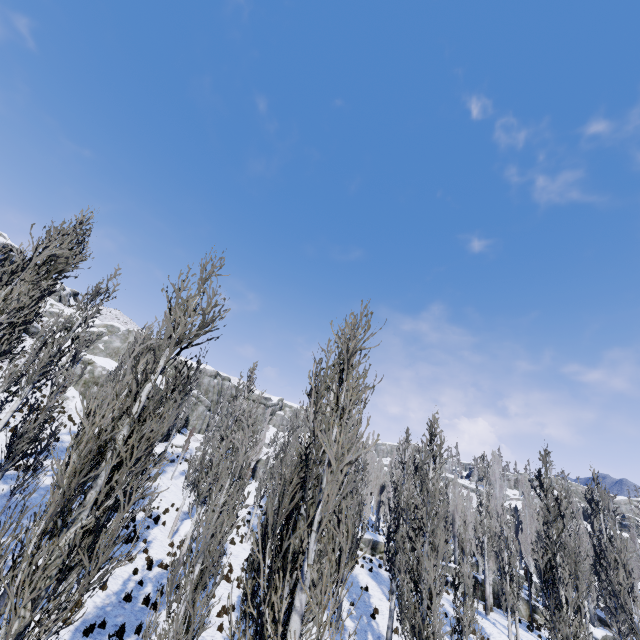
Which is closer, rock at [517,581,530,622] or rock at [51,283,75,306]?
rock at [517,581,530,622]

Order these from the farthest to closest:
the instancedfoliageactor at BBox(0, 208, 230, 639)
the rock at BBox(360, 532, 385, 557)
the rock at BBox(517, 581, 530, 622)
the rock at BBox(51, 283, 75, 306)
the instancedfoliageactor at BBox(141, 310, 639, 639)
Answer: the rock at BBox(51, 283, 75, 306) → the rock at BBox(360, 532, 385, 557) → the rock at BBox(517, 581, 530, 622) → the instancedfoliageactor at BBox(0, 208, 230, 639) → the instancedfoliageactor at BBox(141, 310, 639, 639)

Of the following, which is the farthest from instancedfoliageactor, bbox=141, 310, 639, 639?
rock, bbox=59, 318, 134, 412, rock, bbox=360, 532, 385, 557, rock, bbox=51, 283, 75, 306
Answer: rock, bbox=51, 283, 75, 306

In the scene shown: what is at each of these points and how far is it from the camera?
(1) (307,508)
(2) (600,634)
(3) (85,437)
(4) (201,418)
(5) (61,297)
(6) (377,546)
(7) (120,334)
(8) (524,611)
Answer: (1) instancedfoliageactor, 3.8 meters
(2) rock, 24.7 meters
(3) instancedfoliageactor, 5.4 meters
(4) rock, 49.2 meters
(5) rock, 49.6 meters
(6) rock, 29.6 meters
(7) rock, 42.3 meters
(8) rock, 25.3 meters

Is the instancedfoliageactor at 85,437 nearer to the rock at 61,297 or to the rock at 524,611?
the rock at 524,611

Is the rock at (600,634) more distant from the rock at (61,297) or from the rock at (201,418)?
the rock at (61,297)

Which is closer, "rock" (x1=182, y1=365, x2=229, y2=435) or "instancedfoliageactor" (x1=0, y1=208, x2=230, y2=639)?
"instancedfoliageactor" (x1=0, y1=208, x2=230, y2=639)

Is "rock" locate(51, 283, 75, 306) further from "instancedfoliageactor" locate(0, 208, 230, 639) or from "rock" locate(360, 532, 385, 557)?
"rock" locate(360, 532, 385, 557)
